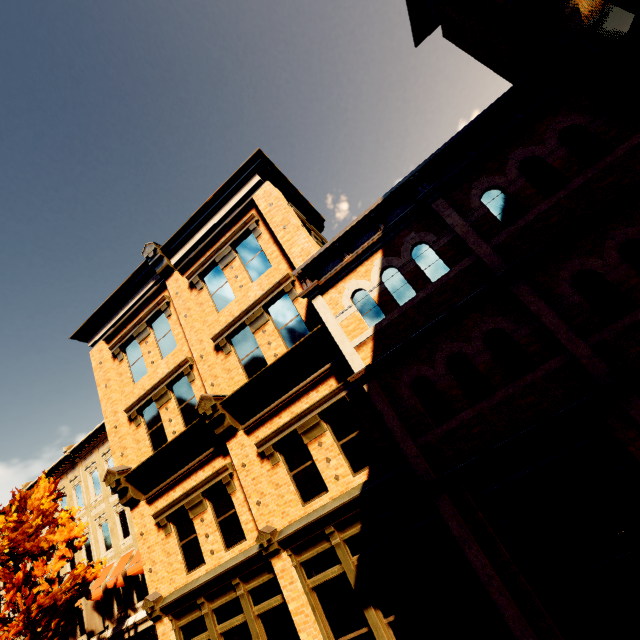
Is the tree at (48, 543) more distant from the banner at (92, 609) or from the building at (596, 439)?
the banner at (92, 609)

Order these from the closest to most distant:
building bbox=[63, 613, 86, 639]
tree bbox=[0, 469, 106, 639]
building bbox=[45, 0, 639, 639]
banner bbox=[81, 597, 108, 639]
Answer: building bbox=[45, 0, 639, 639] < tree bbox=[0, 469, 106, 639] < banner bbox=[81, 597, 108, 639] < building bbox=[63, 613, 86, 639]

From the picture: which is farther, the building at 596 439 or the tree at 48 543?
the tree at 48 543

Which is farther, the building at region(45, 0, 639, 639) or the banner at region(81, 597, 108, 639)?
the banner at region(81, 597, 108, 639)

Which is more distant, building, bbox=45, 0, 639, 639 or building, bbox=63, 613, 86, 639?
building, bbox=63, 613, 86, 639

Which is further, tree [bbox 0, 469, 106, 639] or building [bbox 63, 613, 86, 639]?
building [bbox 63, 613, 86, 639]

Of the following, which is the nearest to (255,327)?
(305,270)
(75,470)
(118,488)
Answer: (305,270)

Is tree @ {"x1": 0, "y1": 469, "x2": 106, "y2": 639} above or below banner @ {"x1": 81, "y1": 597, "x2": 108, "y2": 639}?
above
